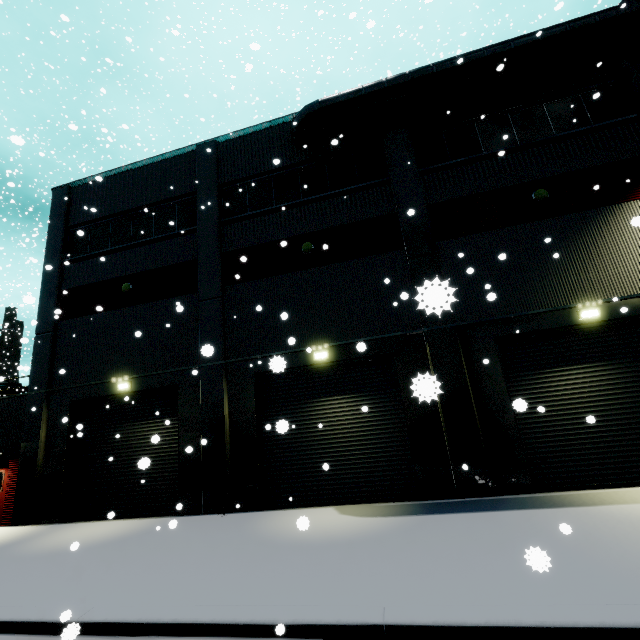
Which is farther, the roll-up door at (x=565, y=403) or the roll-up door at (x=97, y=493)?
the roll-up door at (x=97, y=493)

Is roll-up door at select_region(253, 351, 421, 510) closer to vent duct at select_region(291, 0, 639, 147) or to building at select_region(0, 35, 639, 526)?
building at select_region(0, 35, 639, 526)

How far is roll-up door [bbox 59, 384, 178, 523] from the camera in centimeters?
1155cm

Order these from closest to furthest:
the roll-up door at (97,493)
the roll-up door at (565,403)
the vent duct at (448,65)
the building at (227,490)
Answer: the roll-up door at (565,403), the building at (227,490), the vent duct at (448,65), the roll-up door at (97,493)

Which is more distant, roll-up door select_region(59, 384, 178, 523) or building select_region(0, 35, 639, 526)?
roll-up door select_region(59, 384, 178, 523)

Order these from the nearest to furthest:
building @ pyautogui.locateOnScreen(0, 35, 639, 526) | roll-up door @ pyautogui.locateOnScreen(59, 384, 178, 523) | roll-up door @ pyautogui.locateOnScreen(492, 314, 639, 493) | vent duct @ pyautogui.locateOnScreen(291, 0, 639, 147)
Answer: roll-up door @ pyautogui.locateOnScreen(492, 314, 639, 493)
building @ pyautogui.locateOnScreen(0, 35, 639, 526)
vent duct @ pyautogui.locateOnScreen(291, 0, 639, 147)
roll-up door @ pyautogui.locateOnScreen(59, 384, 178, 523)

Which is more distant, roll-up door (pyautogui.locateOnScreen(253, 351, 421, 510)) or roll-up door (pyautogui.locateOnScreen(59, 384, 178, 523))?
roll-up door (pyautogui.locateOnScreen(59, 384, 178, 523))

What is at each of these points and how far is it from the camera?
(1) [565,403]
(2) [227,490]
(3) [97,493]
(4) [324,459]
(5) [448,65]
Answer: (1) roll-up door, 9.4 meters
(2) building, 10.5 meters
(3) roll-up door, 12.1 meters
(4) roll-up door, 10.5 meters
(5) vent duct, 11.0 meters
